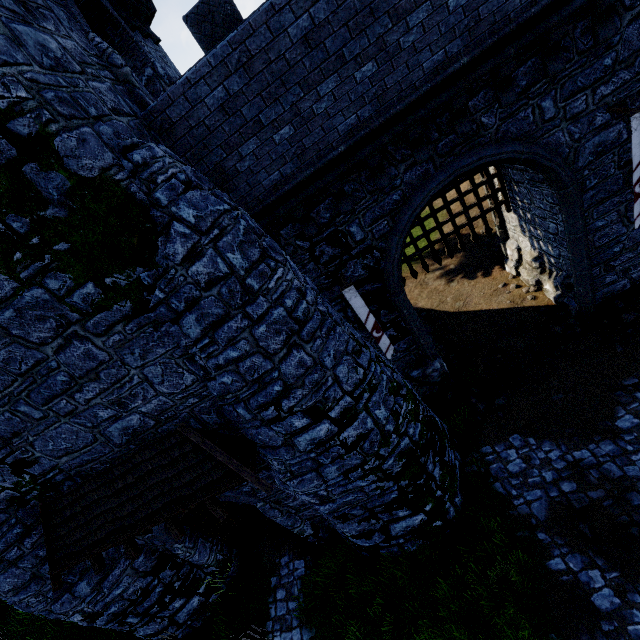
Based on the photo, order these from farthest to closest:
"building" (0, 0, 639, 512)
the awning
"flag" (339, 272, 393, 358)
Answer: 1. "flag" (339, 272, 393, 358)
2. the awning
3. "building" (0, 0, 639, 512)

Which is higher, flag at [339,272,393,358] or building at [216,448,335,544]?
flag at [339,272,393,358]

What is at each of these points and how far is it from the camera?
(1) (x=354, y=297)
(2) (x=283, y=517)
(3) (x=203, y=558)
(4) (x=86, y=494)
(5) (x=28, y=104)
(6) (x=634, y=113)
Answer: (1) flag, 8.1 meters
(2) building, 8.8 meters
(3) building, 9.7 meters
(4) awning, 7.0 meters
(5) building, 3.6 meters
(6) flag, 6.4 meters

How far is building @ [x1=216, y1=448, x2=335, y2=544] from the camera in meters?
8.0

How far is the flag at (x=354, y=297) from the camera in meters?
8.0

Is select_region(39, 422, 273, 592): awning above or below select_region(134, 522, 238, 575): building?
above

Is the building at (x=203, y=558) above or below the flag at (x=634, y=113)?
below

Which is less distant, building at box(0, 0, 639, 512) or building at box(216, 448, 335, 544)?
building at box(0, 0, 639, 512)
